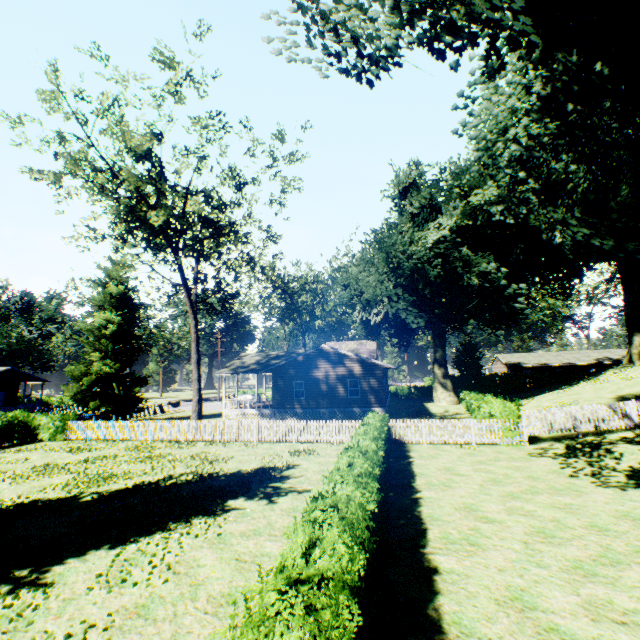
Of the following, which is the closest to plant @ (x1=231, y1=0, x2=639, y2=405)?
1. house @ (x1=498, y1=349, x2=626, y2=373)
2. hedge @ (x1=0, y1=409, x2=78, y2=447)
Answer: hedge @ (x1=0, y1=409, x2=78, y2=447)

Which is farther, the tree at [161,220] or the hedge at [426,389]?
the hedge at [426,389]

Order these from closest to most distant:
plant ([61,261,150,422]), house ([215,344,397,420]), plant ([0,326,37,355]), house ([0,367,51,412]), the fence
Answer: the fence → house ([215,344,397,420]) → plant ([61,261,150,422]) → house ([0,367,51,412]) → plant ([0,326,37,355])

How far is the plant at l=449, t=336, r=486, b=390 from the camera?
47.0 meters

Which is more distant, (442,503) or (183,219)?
(183,219)

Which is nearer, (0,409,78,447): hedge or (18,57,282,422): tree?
(18,57,282,422): tree

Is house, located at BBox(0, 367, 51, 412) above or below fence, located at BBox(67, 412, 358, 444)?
above

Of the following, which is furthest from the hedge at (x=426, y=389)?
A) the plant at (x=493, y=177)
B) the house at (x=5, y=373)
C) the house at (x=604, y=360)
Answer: the house at (x=5, y=373)
